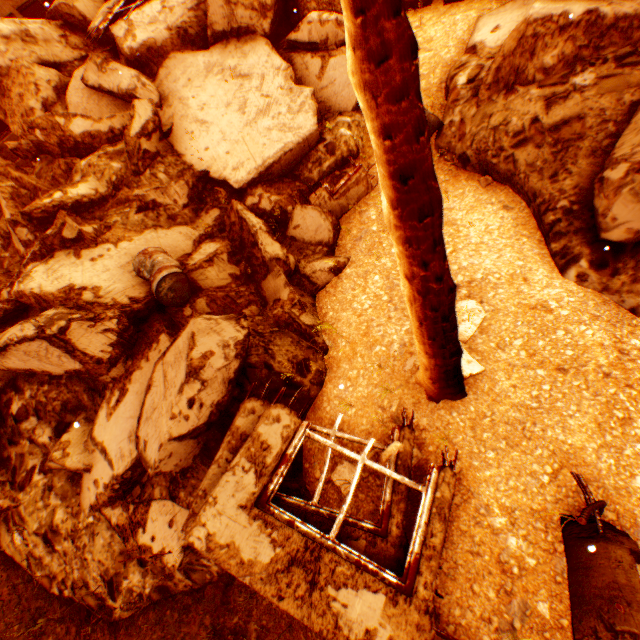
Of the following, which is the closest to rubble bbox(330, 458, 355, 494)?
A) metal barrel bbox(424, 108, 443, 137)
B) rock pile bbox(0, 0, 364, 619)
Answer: rock pile bbox(0, 0, 364, 619)

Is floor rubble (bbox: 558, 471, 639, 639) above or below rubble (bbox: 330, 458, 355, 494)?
above

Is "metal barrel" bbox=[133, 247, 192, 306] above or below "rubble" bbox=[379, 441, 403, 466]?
above

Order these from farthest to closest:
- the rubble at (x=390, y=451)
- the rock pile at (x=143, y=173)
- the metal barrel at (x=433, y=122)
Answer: the metal barrel at (x=433, y=122) → the rock pile at (x=143, y=173) → the rubble at (x=390, y=451)

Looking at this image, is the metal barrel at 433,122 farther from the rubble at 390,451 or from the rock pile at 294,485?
the rubble at 390,451

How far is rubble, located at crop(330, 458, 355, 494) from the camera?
3.3m

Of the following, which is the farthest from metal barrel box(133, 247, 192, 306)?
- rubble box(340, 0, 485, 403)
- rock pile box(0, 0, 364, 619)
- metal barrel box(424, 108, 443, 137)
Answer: metal barrel box(424, 108, 443, 137)

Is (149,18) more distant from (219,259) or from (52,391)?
(52,391)
